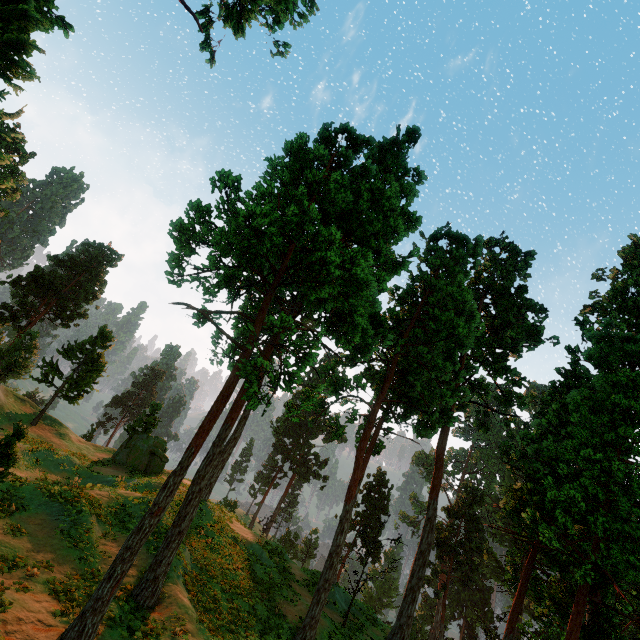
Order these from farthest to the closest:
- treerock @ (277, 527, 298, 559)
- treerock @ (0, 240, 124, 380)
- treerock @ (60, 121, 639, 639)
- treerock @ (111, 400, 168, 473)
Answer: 1. treerock @ (277, 527, 298, 559)
2. treerock @ (0, 240, 124, 380)
3. treerock @ (111, 400, 168, 473)
4. treerock @ (60, 121, 639, 639)

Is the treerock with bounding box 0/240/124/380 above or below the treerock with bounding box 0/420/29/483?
above

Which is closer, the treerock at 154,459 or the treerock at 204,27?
the treerock at 204,27

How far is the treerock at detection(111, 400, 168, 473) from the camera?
30.2m

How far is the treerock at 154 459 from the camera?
30.2 meters

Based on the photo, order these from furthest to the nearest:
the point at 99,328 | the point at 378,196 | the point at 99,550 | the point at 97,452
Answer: the point at 99,328 → the point at 97,452 → the point at 378,196 → the point at 99,550
